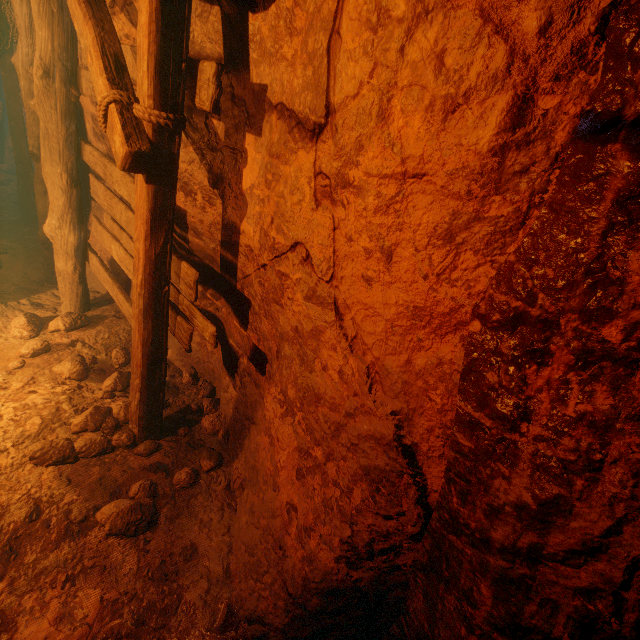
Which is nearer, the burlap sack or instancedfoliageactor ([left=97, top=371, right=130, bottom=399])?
the burlap sack

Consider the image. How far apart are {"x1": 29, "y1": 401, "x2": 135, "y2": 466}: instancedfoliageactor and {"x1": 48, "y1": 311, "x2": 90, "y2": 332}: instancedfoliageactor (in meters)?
0.95

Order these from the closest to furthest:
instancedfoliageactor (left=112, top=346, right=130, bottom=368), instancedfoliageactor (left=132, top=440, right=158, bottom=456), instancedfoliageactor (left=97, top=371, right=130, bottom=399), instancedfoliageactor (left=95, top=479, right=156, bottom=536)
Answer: instancedfoliageactor (left=95, top=479, right=156, bottom=536) < instancedfoliageactor (left=132, top=440, right=158, bottom=456) < instancedfoliageactor (left=97, top=371, right=130, bottom=399) < instancedfoliageactor (left=112, top=346, right=130, bottom=368)

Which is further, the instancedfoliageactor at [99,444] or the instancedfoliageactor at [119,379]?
the instancedfoliageactor at [119,379]

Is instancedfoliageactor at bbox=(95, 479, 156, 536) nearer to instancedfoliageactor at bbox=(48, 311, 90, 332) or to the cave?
the cave

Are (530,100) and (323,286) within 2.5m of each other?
yes

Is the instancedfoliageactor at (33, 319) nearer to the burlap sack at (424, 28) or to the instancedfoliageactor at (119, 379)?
the burlap sack at (424, 28)

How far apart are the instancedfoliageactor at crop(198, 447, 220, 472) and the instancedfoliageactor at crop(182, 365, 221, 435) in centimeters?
19cm
